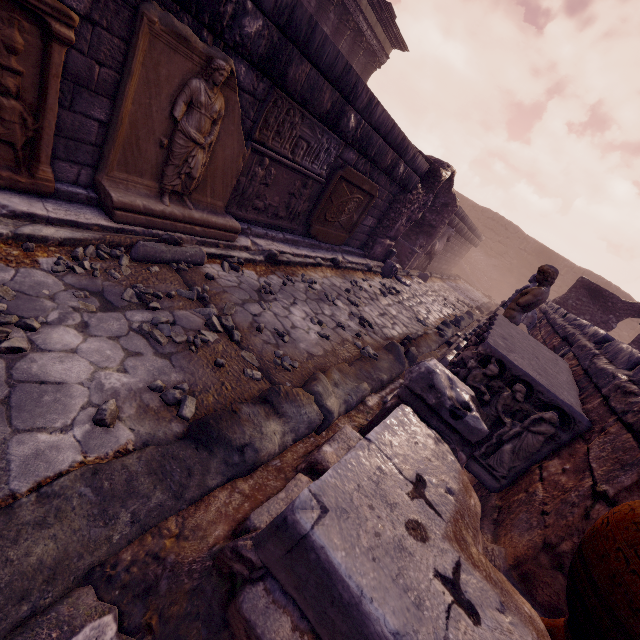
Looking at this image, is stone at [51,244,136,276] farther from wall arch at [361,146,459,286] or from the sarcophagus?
wall arch at [361,146,459,286]

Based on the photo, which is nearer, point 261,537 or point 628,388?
point 261,537

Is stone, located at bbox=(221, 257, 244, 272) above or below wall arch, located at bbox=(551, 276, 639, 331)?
below

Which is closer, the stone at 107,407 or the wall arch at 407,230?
the stone at 107,407

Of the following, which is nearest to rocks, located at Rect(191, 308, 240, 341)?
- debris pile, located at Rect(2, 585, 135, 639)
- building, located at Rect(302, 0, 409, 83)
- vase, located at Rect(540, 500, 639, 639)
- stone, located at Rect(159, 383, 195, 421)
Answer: stone, located at Rect(159, 383, 195, 421)

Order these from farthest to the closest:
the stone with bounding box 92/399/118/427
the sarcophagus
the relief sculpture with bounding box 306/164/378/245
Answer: the relief sculpture with bounding box 306/164/378/245, the sarcophagus, the stone with bounding box 92/399/118/427

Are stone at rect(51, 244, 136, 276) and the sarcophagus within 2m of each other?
no

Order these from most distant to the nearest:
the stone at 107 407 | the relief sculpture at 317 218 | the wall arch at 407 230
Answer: the wall arch at 407 230 → the relief sculpture at 317 218 → the stone at 107 407
